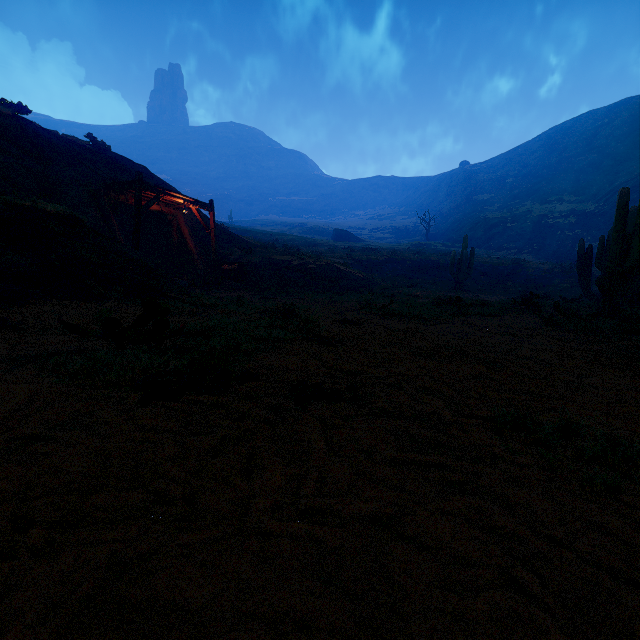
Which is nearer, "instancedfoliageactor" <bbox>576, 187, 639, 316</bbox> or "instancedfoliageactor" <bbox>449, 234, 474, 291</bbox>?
"instancedfoliageactor" <bbox>576, 187, 639, 316</bbox>

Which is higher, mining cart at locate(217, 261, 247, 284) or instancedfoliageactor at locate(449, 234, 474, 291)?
instancedfoliageactor at locate(449, 234, 474, 291)

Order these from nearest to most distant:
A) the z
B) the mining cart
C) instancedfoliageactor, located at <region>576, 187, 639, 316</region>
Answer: the z
instancedfoliageactor, located at <region>576, 187, 639, 316</region>
the mining cart

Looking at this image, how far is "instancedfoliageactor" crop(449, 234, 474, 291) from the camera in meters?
23.4

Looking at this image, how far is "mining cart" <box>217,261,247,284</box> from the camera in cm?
1797

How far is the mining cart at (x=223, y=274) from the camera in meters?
18.0

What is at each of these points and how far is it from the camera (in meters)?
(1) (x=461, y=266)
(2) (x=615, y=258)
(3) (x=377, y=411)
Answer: (1) instancedfoliageactor, 23.61
(2) instancedfoliageactor, 9.00
(3) z, 2.17

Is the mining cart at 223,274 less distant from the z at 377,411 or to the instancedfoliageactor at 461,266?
the z at 377,411
